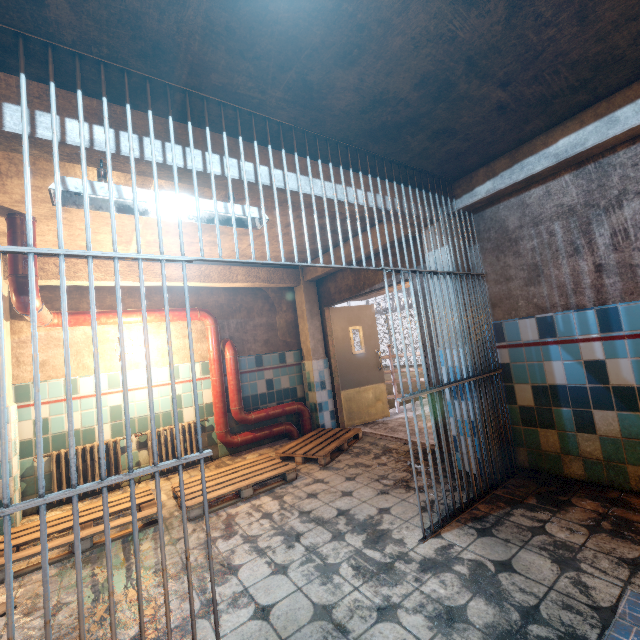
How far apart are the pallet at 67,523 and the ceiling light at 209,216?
2.68m

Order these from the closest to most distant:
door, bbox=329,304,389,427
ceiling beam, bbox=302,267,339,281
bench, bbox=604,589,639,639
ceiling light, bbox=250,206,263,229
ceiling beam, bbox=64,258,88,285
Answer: bench, bbox=604,589,639,639 → ceiling light, bbox=250,206,263,229 → ceiling beam, bbox=64,258,88,285 → ceiling beam, bbox=302,267,339,281 → door, bbox=329,304,389,427

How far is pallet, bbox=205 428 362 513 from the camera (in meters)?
3.33

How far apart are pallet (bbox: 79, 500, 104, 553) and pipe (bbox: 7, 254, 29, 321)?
1.2 meters

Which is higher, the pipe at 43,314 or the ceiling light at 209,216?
the ceiling light at 209,216

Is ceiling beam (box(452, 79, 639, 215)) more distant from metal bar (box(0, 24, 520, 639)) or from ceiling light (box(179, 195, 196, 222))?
ceiling light (box(179, 195, 196, 222))

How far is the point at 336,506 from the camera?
2.9 meters

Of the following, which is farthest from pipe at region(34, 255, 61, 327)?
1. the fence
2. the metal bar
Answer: the fence
